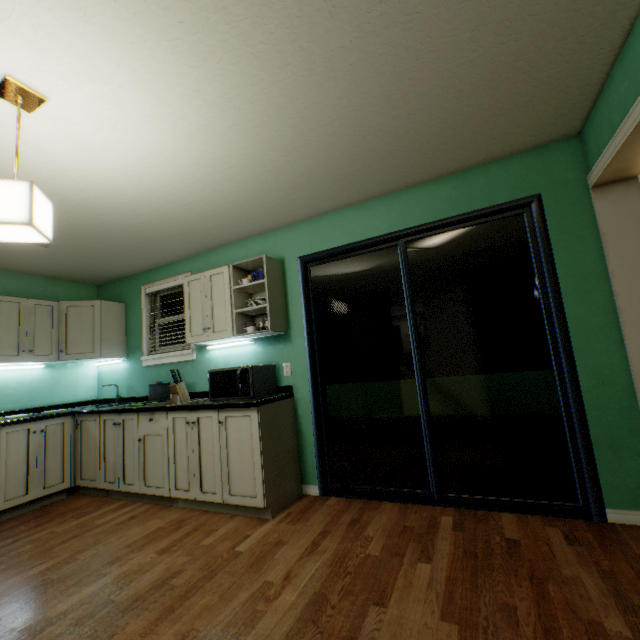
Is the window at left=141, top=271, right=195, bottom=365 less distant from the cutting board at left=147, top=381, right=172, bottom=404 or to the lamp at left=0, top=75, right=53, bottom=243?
the cutting board at left=147, top=381, right=172, bottom=404

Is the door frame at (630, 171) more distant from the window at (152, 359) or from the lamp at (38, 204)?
the window at (152, 359)

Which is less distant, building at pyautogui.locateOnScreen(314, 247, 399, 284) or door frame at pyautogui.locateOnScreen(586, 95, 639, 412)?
door frame at pyautogui.locateOnScreen(586, 95, 639, 412)

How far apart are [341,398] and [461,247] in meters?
9.0 m

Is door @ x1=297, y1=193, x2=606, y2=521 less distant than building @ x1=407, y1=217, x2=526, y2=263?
Yes

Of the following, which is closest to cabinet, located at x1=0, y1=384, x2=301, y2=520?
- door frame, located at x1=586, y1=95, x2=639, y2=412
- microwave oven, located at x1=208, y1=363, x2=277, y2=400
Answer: microwave oven, located at x1=208, y1=363, x2=277, y2=400

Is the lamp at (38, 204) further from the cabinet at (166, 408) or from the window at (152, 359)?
the window at (152, 359)

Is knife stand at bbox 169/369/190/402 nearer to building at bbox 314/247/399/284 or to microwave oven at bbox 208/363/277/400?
microwave oven at bbox 208/363/277/400
